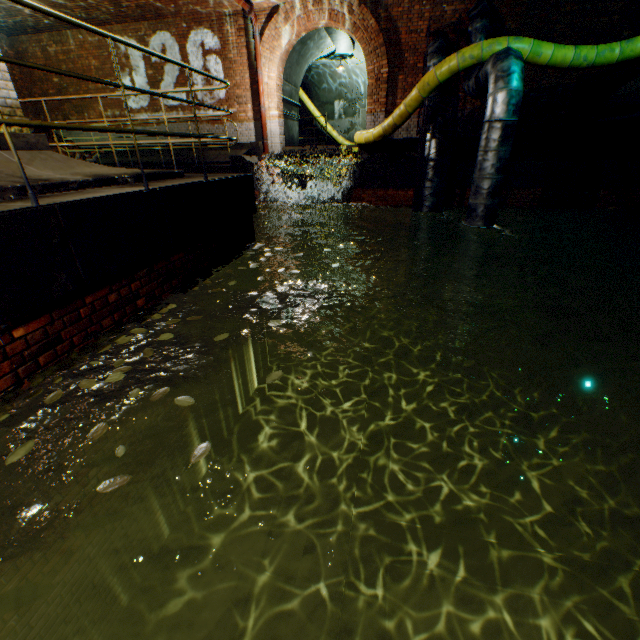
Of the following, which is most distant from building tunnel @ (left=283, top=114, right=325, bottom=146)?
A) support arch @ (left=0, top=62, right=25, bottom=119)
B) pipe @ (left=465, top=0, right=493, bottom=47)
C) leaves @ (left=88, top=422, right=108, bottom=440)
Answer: leaves @ (left=88, top=422, right=108, bottom=440)

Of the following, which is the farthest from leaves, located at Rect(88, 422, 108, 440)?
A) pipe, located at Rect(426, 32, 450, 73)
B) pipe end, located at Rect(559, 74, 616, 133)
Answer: pipe end, located at Rect(559, 74, 616, 133)

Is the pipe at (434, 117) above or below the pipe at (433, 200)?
above

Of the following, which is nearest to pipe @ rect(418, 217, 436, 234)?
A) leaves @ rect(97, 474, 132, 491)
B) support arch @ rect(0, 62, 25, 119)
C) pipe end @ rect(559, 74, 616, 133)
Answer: pipe end @ rect(559, 74, 616, 133)

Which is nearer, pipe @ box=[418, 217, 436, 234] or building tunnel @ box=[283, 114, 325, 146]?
pipe @ box=[418, 217, 436, 234]

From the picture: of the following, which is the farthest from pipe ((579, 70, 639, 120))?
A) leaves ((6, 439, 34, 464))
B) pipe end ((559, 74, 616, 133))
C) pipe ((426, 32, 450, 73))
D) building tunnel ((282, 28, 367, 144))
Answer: leaves ((6, 439, 34, 464))

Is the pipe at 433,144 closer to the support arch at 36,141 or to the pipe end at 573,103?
the pipe end at 573,103

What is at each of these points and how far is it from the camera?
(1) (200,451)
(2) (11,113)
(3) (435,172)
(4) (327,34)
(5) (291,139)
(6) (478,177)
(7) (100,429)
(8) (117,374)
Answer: (1) leaves, 1.9m
(2) support arch, 4.0m
(3) pipe, 8.5m
(4) building tunnel, 12.9m
(5) building tunnel, 15.4m
(6) pipe, 6.7m
(7) leaves, 2.0m
(8) leaves, 2.5m
